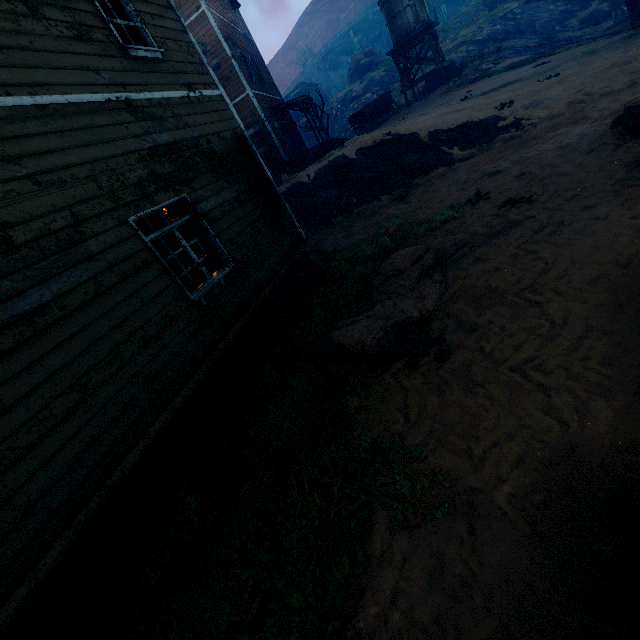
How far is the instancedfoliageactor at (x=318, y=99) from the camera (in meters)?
25.41

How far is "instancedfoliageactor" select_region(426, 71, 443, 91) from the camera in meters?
24.7 m

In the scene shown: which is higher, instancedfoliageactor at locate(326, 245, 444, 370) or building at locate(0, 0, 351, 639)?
building at locate(0, 0, 351, 639)

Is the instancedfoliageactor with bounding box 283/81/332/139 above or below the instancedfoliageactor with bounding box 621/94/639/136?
above

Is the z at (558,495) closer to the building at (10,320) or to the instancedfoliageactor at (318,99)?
the building at (10,320)

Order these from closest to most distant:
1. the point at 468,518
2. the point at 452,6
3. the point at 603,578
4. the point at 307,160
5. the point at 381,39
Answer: the point at 603,578, the point at 468,518, the point at 307,160, the point at 452,6, the point at 381,39

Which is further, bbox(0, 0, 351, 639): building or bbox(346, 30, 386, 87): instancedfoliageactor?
bbox(346, 30, 386, 87): instancedfoliageactor

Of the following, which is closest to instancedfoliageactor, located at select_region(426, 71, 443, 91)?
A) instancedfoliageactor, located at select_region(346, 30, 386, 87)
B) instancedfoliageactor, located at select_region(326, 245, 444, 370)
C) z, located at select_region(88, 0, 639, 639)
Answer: z, located at select_region(88, 0, 639, 639)
